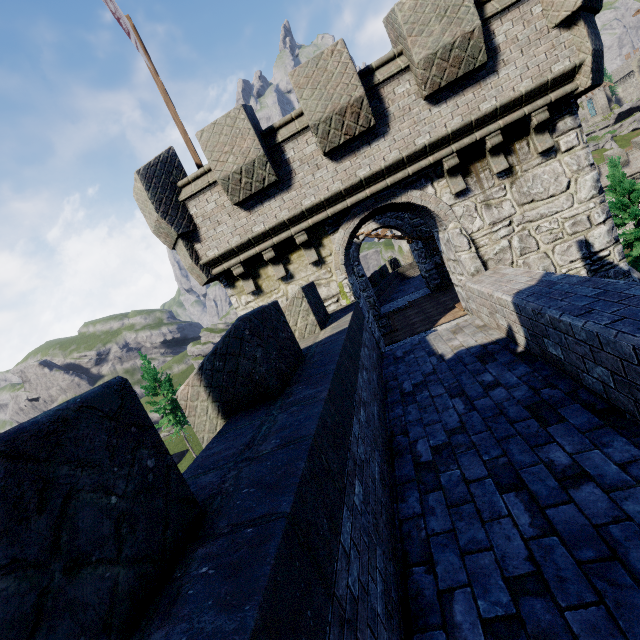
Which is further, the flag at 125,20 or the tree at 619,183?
the tree at 619,183

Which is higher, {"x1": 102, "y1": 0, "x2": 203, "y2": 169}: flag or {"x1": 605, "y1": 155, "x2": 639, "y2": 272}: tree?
{"x1": 102, "y1": 0, "x2": 203, "y2": 169}: flag

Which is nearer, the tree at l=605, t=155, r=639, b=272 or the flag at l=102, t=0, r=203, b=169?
the flag at l=102, t=0, r=203, b=169

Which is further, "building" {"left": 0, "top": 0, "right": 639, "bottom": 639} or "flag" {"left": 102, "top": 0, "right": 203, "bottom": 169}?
"flag" {"left": 102, "top": 0, "right": 203, "bottom": 169}

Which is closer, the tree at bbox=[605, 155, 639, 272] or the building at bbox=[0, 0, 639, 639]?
the building at bbox=[0, 0, 639, 639]

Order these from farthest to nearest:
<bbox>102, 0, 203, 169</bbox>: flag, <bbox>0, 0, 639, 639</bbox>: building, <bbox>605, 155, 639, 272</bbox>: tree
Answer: <bbox>605, 155, 639, 272</bbox>: tree, <bbox>102, 0, 203, 169</bbox>: flag, <bbox>0, 0, 639, 639</bbox>: building

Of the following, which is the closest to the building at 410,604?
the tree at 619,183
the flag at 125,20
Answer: the flag at 125,20

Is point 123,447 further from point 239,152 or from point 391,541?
point 239,152
